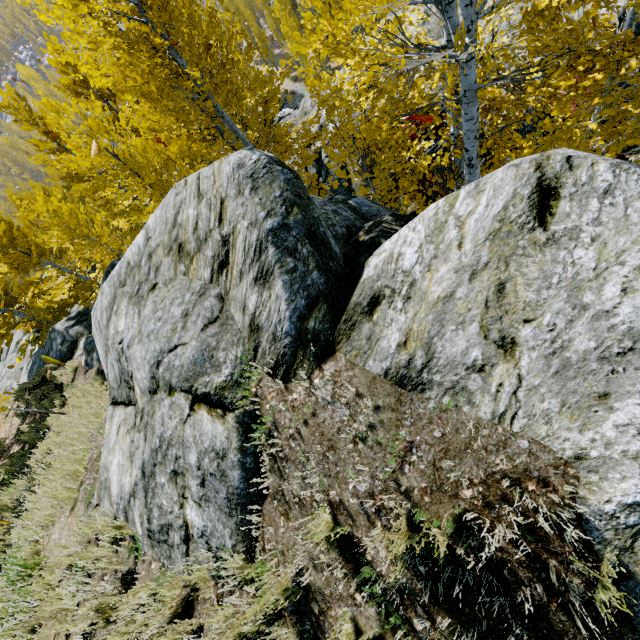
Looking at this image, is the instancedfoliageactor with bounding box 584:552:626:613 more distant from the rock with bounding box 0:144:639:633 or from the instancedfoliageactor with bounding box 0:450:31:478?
the instancedfoliageactor with bounding box 0:450:31:478

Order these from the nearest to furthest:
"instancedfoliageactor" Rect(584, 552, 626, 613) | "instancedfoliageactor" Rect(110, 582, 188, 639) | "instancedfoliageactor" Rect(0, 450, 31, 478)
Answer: "instancedfoliageactor" Rect(584, 552, 626, 613) < "instancedfoliageactor" Rect(110, 582, 188, 639) < "instancedfoliageactor" Rect(0, 450, 31, 478)

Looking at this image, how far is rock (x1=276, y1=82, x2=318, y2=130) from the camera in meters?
15.3 m

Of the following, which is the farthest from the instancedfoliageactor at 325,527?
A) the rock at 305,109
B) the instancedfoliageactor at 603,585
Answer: the instancedfoliageactor at 603,585

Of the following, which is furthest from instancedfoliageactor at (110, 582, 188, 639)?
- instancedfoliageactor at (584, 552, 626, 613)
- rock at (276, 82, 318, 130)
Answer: instancedfoliageactor at (584, 552, 626, 613)

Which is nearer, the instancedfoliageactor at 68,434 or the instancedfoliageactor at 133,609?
the instancedfoliageactor at 133,609

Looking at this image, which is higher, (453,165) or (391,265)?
(391,265)
